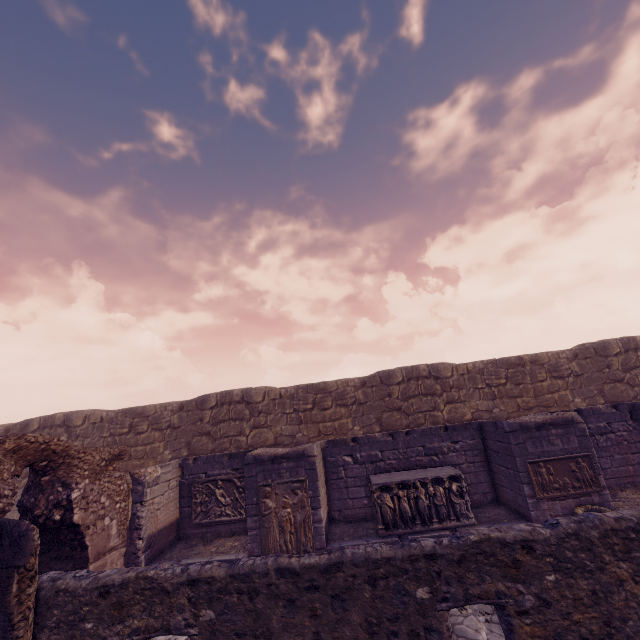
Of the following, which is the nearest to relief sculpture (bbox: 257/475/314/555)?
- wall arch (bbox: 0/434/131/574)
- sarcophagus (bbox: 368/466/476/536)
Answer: sarcophagus (bbox: 368/466/476/536)

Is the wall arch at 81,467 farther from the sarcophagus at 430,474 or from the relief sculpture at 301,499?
the sarcophagus at 430,474

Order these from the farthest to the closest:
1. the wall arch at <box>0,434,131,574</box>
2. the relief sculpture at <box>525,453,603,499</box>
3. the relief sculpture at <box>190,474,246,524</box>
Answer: the relief sculpture at <box>190,474,246,524</box> < the relief sculpture at <box>525,453,603,499</box> < the wall arch at <box>0,434,131,574</box>

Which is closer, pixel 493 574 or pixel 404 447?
pixel 493 574

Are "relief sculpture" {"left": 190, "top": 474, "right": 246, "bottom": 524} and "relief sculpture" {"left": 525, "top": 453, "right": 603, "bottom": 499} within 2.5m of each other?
no

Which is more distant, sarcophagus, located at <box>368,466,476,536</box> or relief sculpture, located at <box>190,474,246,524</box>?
relief sculpture, located at <box>190,474,246,524</box>

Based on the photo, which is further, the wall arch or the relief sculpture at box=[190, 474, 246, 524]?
the relief sculpture at box=[190, 474, 246, 524]

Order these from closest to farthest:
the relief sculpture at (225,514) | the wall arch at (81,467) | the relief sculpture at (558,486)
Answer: the wall arch at (81,467), the relief sculpture at (558,486), the relief sculpture at (225,514)
